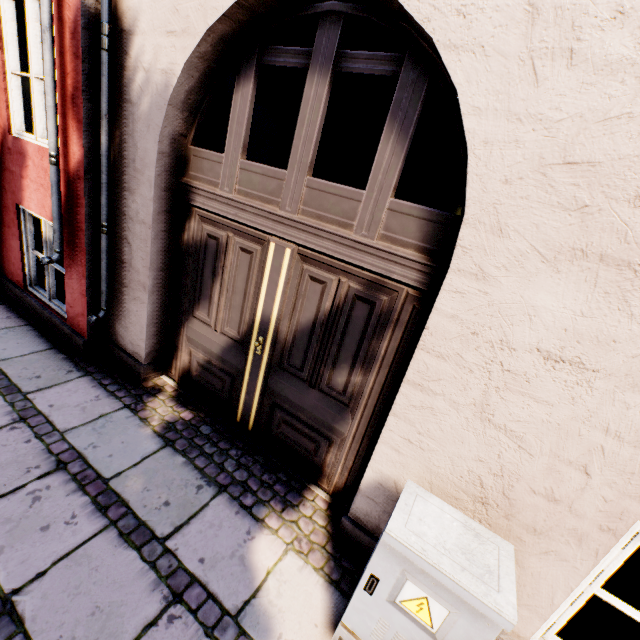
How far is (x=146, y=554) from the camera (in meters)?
2.03
